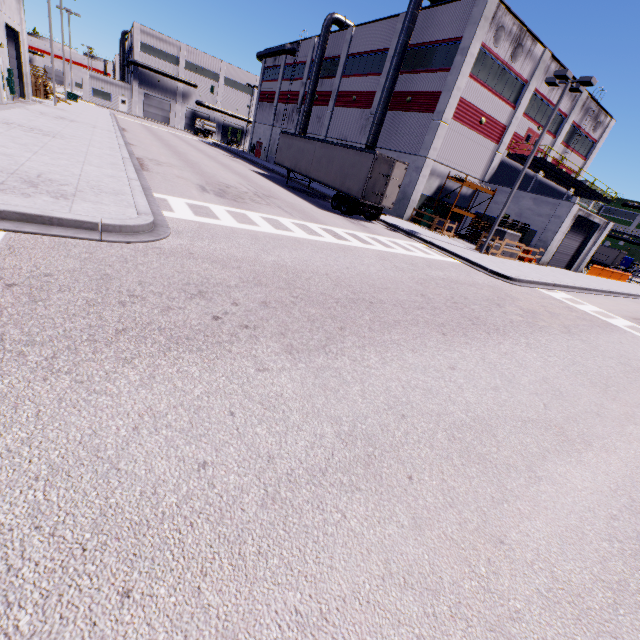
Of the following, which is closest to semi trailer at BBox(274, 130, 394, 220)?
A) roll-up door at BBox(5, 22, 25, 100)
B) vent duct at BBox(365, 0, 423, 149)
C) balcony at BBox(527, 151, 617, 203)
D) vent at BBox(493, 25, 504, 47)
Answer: vent duct at BBox(365, 0, 423, 149)

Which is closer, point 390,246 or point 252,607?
point 252,607

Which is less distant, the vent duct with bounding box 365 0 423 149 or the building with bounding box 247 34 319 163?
the vent duct with bounding box 365 0 423 149

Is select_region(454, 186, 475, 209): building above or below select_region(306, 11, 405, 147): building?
below

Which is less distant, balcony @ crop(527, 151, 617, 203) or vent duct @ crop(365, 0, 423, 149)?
vent duct @ crop(365, 0, 423, 149)

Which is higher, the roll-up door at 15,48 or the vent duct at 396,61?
the vent duct at 396,61

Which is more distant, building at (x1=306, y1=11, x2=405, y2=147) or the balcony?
building at (x1=306, y1=11, x2=405, y2=147)

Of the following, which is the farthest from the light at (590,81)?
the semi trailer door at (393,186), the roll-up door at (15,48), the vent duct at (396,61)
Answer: the roll-up door at (15,48)
